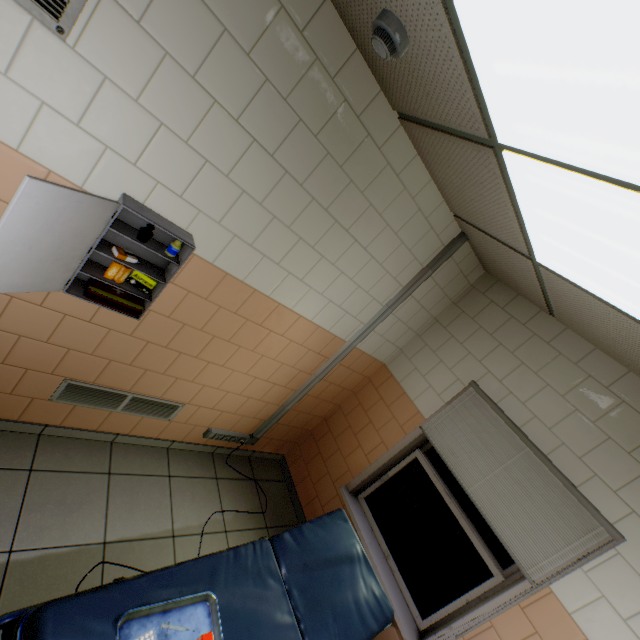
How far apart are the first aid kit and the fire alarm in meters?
1.3

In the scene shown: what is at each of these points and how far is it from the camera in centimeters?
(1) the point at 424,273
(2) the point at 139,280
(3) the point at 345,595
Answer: (1) cable duct, 290cm
(2) box, 188cm
(3) emergency stretcher, 211cm

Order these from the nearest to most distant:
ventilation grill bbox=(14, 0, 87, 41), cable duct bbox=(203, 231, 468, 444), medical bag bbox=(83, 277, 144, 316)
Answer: ventilation grill bbox=(14, 0, 87, 41) → medical bag bbox=(83, 277, 144, 316) → cable duct bbox=(203, 231, 468, 444)

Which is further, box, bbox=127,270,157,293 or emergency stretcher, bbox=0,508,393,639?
box, bbox=127,270,157,293

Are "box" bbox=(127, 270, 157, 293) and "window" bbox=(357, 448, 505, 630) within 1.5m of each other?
no

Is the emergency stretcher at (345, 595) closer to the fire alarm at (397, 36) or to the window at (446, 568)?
the window at (446, 568)

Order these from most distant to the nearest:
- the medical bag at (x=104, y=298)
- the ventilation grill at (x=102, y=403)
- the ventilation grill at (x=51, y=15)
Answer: the ventilation grill at (x=102, y=403) < the medical bag at (x=104, y=298) < the ventilation grill at (x=51, y=15)

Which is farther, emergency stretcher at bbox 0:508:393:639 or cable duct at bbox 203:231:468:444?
cable duct at bbox 203:231:468:444
